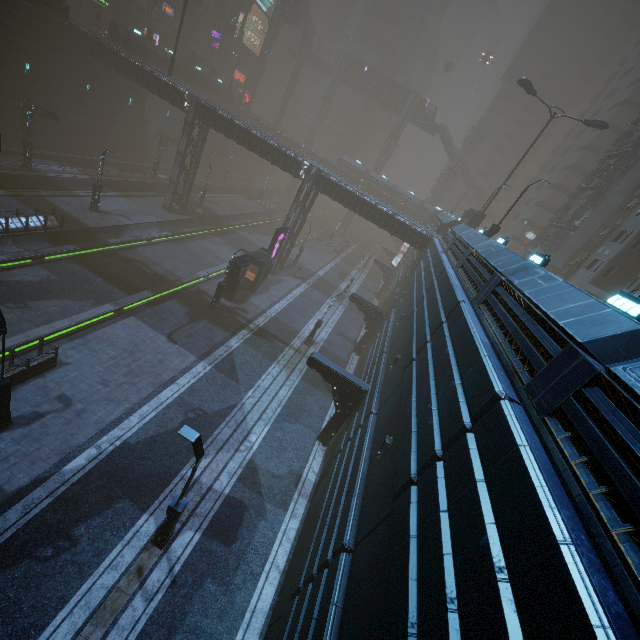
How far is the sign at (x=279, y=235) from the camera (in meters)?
29.46

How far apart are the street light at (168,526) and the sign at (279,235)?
22.68m

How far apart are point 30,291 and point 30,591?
16.8m

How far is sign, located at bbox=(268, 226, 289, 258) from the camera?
29.46m

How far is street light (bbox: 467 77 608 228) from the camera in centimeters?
2712cm

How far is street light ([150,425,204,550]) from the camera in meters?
9.4

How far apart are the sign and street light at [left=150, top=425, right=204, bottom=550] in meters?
22.7 m

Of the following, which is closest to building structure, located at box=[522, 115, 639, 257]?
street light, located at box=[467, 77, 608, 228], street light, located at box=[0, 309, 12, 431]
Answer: street light, located at box=[467, 77, 608, 228]
